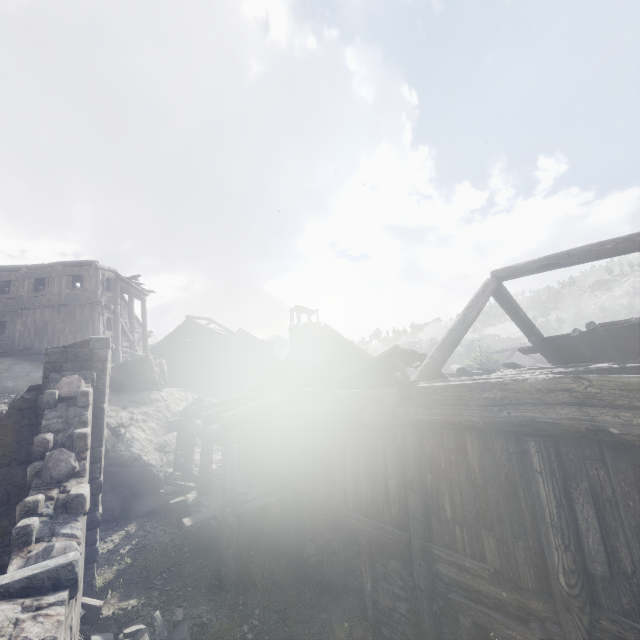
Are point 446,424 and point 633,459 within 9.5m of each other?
yes

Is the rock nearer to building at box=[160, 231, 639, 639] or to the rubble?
building at box=[160, 231, 639, 639]

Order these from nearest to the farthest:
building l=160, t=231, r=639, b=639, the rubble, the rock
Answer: building l=160, t=231, r=639, b=639 < the rubble < the rock

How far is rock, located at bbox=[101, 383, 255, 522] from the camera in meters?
13.0 m

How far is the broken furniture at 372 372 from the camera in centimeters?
835cm

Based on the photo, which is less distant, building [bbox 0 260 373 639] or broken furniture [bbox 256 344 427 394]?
building [bbox 0 260 373 639]

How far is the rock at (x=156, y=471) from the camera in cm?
1302

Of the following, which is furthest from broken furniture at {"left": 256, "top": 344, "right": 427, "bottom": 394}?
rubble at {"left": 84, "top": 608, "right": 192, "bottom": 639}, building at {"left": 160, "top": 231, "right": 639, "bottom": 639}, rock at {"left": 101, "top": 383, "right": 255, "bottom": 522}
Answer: rock at {"left": 101, "top": 383, "right": 255, "bottom": 522}
